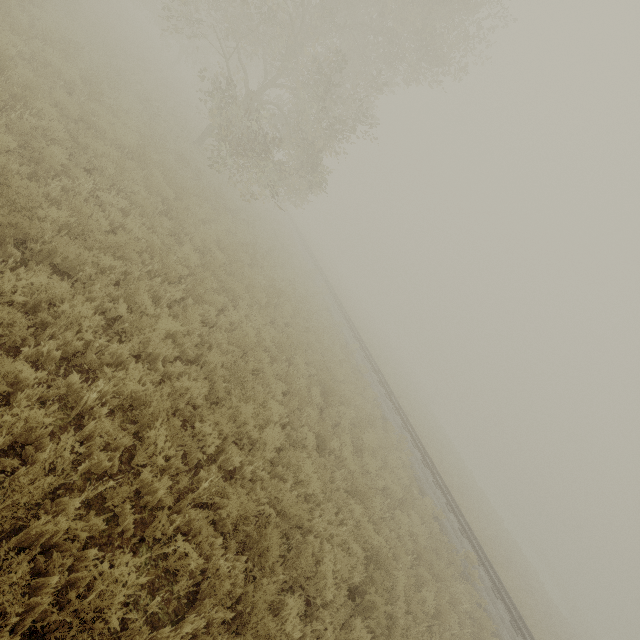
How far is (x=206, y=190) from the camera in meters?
14.2 m
